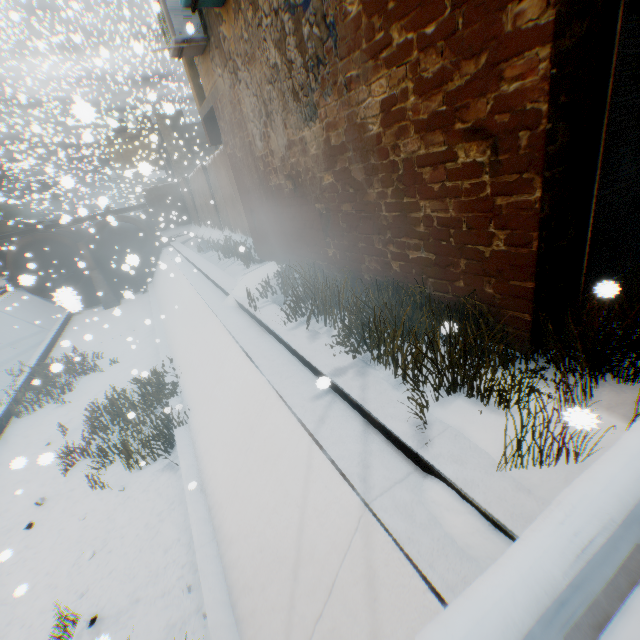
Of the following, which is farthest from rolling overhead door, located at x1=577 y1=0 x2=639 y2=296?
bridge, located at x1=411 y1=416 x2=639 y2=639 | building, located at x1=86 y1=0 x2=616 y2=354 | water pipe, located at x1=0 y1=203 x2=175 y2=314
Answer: water pipe, located at x1=0 y1=203 x2=175 y2=314

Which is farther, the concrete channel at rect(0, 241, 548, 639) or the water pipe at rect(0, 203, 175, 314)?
the water pipe at rect(0, 203, 175, 314)

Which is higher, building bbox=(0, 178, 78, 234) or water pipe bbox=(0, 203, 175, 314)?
building bbox=(0, 178, 78, 234)

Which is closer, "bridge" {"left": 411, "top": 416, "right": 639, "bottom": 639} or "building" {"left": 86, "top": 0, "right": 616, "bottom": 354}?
"bridge" {"left": 411, "top": 416, "right": 639, "bottom": 639}

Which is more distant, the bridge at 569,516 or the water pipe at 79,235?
the water pipe at 79,235

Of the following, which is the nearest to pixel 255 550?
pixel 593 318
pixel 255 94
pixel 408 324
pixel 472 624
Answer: pixel 408 324

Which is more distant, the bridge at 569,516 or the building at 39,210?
the building at 39,210

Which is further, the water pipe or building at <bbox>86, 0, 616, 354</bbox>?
the water pipe
